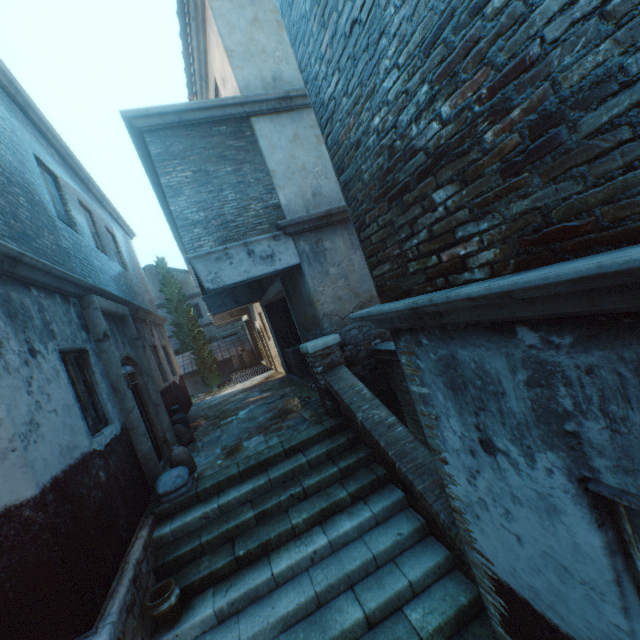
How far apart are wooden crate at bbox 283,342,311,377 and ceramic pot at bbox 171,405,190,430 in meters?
3.7

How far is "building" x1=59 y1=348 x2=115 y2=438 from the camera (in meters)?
4.76

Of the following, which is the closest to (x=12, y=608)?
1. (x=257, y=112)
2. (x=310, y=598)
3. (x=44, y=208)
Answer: (x=310, y=598)

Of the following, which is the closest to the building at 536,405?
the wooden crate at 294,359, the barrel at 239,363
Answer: the wooden crate at 294,359

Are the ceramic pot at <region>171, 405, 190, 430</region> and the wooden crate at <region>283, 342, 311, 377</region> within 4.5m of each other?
yes

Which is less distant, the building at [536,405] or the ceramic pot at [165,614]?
the building at [536,405]

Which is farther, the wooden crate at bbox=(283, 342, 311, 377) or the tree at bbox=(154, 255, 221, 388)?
the tree at bbox=(154, 255, 221, 388)

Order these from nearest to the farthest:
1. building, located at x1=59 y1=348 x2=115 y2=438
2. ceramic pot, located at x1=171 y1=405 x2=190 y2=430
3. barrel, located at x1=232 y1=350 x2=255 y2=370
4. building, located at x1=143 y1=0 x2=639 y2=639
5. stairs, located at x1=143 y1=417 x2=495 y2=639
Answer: building, located at x1=143 y1=0 x2=639 y2=639 → stairs, located at x1=143 y1=417 x2=495 y2=639 → building, located at x1=59 y1=348 x2=115 y2=438 → ceramic pot, located at x1=171 y1=405 x2=190 y2=430 → barrel, located at x1=232 y1=350 x2=255 y2=370
